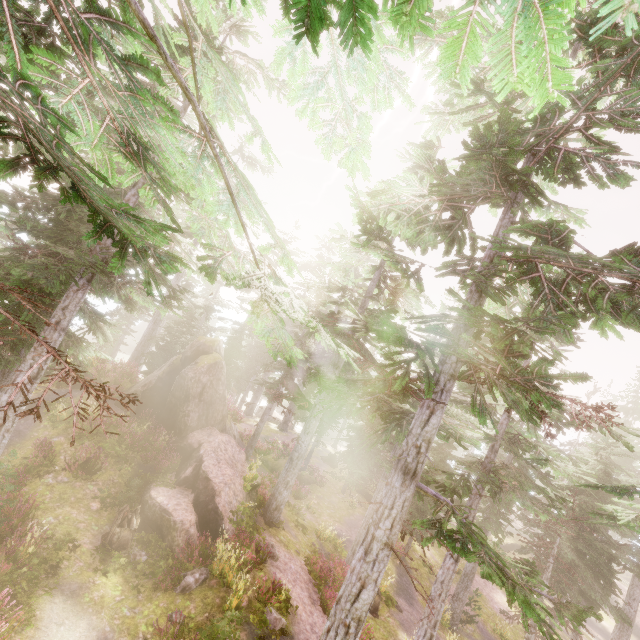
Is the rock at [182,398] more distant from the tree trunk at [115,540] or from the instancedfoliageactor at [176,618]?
the tree trunk at [115,540]

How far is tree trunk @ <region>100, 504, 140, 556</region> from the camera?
11.6 meters

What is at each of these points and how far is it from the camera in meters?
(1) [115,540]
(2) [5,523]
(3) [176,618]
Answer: (1) tree trunk, 11.5
(2) instancedfoliageactor, 9.5
(3) instancedfoliageactor, 9.4

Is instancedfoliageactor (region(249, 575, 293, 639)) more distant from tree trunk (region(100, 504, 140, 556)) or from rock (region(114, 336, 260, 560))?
tree trunk (region(100, 504, 140, 556))

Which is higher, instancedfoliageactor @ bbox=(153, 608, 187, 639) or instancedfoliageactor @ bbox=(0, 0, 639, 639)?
instancedfoliageactor @ bbox=(0, 0, 639, 639)

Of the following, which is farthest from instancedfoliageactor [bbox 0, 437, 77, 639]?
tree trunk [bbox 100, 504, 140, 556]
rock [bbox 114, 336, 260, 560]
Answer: tree trunk [bbox 100, 504, 140, 556]

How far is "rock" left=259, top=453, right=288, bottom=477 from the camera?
26.7m
